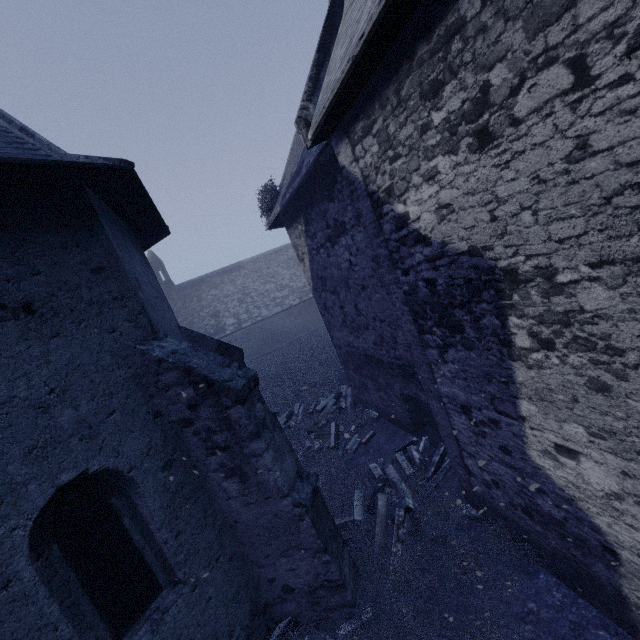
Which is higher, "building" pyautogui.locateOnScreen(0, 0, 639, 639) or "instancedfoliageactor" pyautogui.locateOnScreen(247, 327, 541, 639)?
"building" pyautogui.locateOnScreen(0, 0, 639, 639)

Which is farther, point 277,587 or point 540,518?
point 277,587

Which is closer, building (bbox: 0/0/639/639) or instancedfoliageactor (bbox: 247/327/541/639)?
building (bbox: 0/0/639/639)

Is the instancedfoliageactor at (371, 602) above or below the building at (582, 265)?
below

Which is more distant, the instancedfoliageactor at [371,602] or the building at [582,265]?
the instancedfoliageactor at [371,602]
